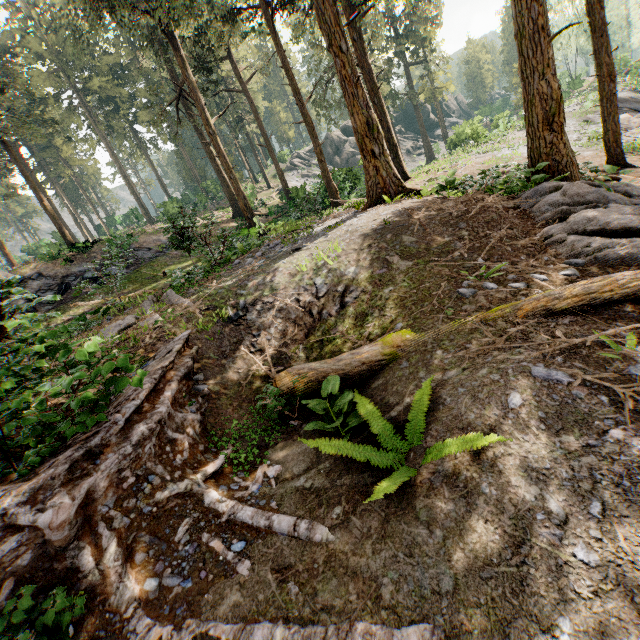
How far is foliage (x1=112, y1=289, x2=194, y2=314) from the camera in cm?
918

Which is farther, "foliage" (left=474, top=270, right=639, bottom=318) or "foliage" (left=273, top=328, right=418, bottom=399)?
"foliage" (left=273, top=328, right=418, bottom=399)

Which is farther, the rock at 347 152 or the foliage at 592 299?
the rock at 347 152

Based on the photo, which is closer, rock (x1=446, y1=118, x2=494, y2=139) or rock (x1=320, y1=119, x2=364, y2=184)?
rock (x1=446, y1=118, x2=494, y2=139)

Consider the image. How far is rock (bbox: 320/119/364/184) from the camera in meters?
27.3 m

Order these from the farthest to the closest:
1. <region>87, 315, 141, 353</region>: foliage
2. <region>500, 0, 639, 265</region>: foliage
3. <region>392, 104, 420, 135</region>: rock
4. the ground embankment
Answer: <region>392, 104, 420, 135</region>: rock, <region>500, 0, 639, 265</region>: foliage, <region>87, 315, 141, 353</region>: foliage, the ground embankment

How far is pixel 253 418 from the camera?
5.4 meters
